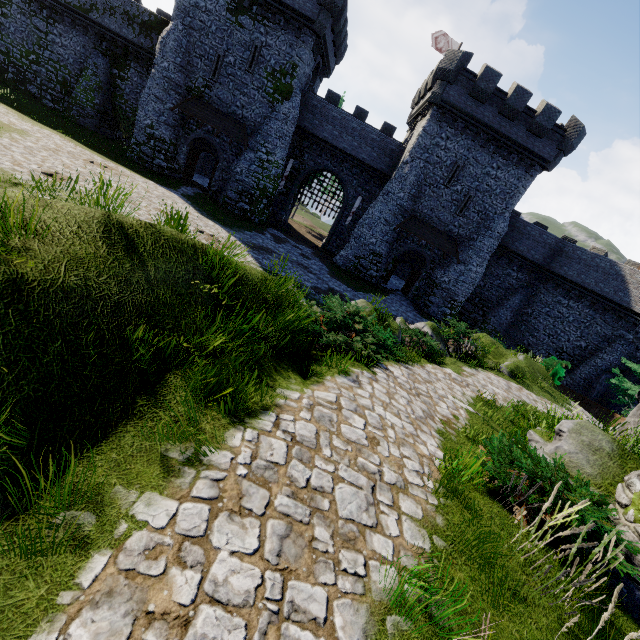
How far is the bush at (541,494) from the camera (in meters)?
4.38

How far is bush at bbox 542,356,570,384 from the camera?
18.0 meters

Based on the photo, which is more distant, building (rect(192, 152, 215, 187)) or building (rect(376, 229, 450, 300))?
building (rect(192, 152, 215, 187))

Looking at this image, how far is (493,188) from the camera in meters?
25.7 m

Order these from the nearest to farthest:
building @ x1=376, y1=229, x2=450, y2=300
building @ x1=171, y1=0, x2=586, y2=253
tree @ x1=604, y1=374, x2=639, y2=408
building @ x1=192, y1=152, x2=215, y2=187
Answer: tree @ x1=604, y1=374, x2=639, y2=408
building @ x1=171, y1=0, x2=586, y2=253
building @ x1=376, y1=229, x2=450, y2=300
building @ x1=192, y1=152, x2=215, y2=187

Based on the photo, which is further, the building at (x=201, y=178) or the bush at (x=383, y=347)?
Result: the building at (x=201, y=178)

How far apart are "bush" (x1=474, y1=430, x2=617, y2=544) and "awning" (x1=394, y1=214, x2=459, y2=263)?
22.58m

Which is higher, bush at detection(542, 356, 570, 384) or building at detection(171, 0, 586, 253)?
building at detection(171, 0, 586, 253)
